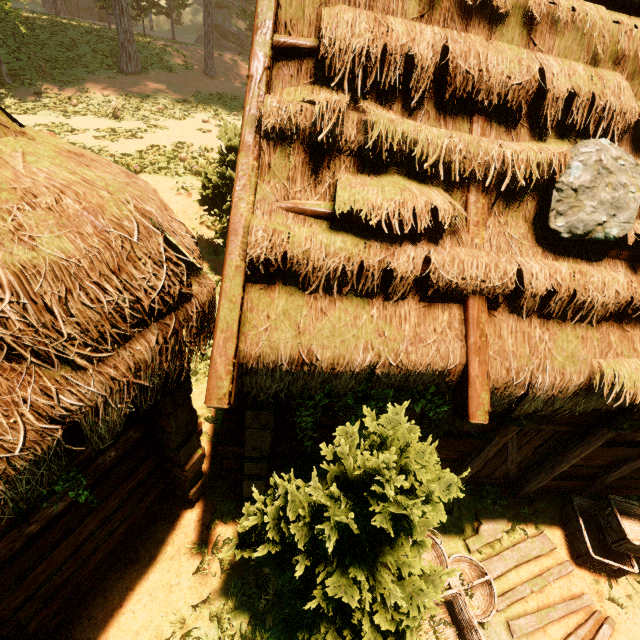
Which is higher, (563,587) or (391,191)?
(391,191)

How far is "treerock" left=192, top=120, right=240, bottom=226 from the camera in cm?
755

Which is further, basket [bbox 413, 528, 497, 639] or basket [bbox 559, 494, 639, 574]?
basket [bbox 559, 494, 639, 574]

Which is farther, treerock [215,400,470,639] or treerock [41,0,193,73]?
treerock [41,0,193,73]

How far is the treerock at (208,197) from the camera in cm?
755

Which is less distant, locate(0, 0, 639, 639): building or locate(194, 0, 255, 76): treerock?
locate(0, 0, 639, 639): building

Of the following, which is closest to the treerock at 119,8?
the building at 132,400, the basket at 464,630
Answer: the building at 132,400
